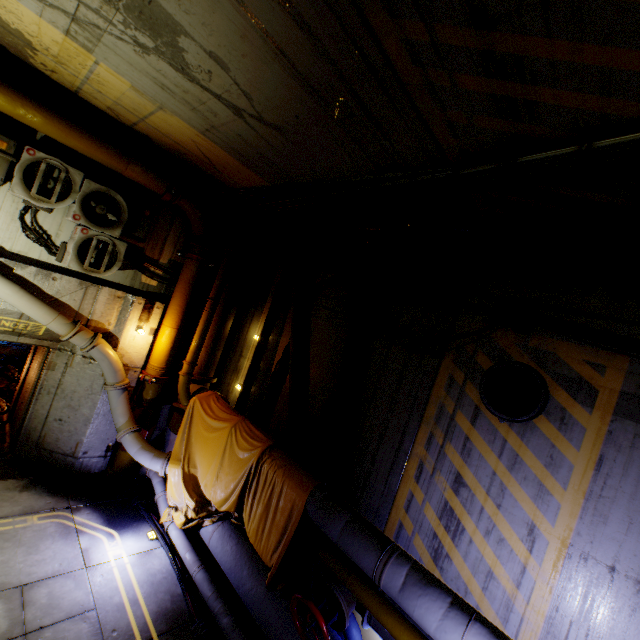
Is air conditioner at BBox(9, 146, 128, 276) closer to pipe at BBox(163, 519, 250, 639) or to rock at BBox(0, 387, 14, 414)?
pipe at BBox(163, 519, 250, 639)

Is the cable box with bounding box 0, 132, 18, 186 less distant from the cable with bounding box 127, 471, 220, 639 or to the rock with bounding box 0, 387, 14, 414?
the rock with bounding box 0, 387, 14, 414

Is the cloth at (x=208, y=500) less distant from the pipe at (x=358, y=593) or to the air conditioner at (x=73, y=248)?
the pipe at (x=358, y=593)

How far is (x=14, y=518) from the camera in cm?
537

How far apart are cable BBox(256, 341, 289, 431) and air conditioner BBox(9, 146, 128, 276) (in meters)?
3.78

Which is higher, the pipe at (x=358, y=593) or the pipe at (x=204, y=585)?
the pipe at (x=358, y=593)

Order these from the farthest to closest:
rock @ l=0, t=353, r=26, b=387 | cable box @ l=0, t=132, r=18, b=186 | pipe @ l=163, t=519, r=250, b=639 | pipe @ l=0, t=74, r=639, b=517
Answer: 1. rock @ l=0, t=353, r=26, b=387
2. cable box @ l=0, t=132, r=18, b=186
3. pipe @ l=163, t=519, r=250, b=639
4. pipe @ l=0, t=74, r=639, b=517

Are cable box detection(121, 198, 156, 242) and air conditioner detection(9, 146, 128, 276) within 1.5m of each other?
yes
